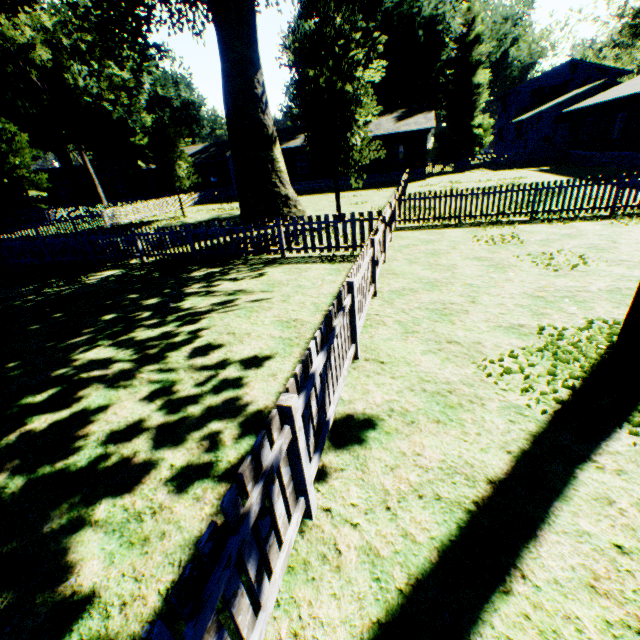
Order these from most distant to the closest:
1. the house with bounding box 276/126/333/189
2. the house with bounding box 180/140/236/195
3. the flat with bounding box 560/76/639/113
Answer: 1. the house with bounding box 180/140/236/195
2. the house with bounding box 276/126/333/189
3. the flat with bounding box 560/76/639/113

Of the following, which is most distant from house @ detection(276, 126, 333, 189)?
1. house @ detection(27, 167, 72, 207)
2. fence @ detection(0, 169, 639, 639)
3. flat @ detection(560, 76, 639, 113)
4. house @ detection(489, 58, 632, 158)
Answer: flat @ detection(560, 76, 639, 113)

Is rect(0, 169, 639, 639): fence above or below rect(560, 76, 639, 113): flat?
below

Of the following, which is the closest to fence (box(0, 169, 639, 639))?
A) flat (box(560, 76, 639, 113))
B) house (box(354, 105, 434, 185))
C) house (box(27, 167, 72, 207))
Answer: house (box(354, 105, 434, 185))

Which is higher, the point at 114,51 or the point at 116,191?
the point at 114,51

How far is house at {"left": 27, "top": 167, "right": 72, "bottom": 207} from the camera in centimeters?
5100cm

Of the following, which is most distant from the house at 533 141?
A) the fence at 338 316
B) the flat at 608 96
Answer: the flat at 608 96

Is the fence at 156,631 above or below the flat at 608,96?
below
